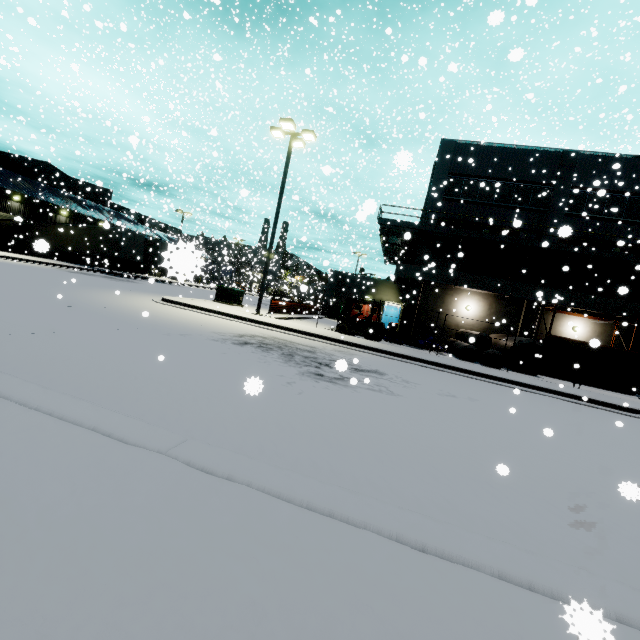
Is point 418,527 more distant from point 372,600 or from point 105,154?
point 105,154

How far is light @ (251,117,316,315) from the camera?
16.4m

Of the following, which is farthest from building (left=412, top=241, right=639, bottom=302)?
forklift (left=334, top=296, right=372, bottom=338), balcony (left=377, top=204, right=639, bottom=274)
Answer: forklift (left=334, top=296, right=372, bottom=338)

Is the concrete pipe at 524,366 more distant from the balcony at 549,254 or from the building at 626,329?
the balcony at 549,254

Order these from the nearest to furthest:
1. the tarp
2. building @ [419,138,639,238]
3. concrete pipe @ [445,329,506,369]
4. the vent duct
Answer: the tarp
concrete pipe @ [445,329,506,369]
the vent duct
building @ [419,138,639,238]

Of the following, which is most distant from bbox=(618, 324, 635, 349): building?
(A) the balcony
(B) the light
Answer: (B) the light

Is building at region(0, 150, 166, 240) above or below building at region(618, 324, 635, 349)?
above

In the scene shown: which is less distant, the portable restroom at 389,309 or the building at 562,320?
the building at 562,320
